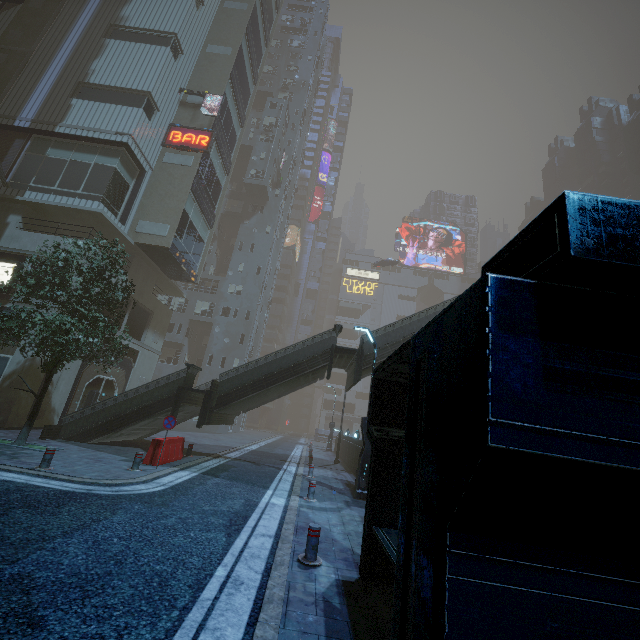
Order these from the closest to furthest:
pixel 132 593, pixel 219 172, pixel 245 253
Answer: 1. pixel 132 593
2. pixel 219 172
3. pixel 245 253

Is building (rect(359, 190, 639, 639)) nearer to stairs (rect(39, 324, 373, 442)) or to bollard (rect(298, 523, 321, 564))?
bollard (rect(298, 523, 321, 564))

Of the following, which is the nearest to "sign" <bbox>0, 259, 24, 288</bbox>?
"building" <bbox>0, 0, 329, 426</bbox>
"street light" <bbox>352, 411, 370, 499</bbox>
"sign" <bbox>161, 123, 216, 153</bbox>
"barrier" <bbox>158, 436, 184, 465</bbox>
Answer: "building" <bbox>0, 0, 329, 426</bbox>

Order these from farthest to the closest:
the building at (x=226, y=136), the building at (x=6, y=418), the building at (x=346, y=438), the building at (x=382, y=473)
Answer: the building at (x=226, y=136)
the building at (x=346, y=438)
the building at (x=6, y=418)
the building at (x=382, y=473)

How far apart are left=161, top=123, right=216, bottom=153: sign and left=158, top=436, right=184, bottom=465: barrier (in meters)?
20.03

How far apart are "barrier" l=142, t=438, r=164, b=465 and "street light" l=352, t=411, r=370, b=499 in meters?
7.5 m

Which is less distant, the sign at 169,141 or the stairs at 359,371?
the stairs at 359,371
